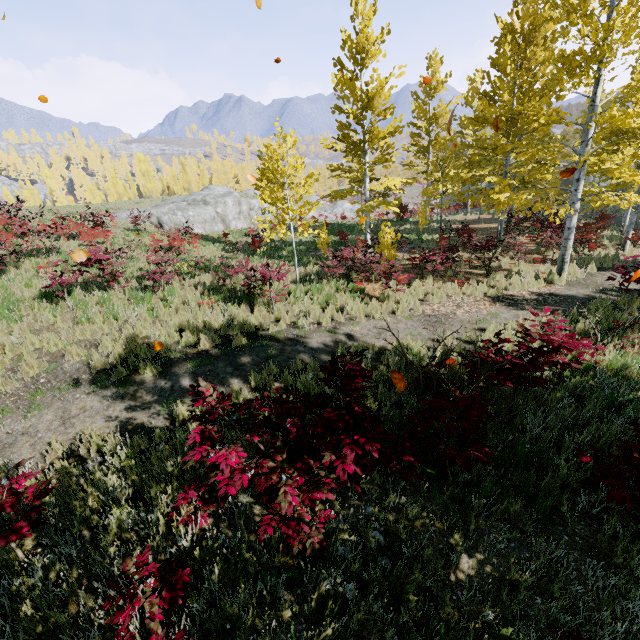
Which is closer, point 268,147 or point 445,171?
point 268,147

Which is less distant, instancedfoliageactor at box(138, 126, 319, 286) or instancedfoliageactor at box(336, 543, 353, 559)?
instancedfoliageactor at box(336, 543, 353, 559)

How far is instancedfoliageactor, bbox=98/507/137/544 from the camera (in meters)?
3.53

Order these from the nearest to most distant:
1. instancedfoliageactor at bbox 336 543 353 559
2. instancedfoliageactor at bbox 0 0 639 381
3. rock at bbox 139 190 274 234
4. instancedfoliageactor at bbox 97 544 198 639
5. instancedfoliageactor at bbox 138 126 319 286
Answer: instancedfoliageactor at bbox 97 544 198 639, instancedfoliageactor at bbox 336 543 353 559, instancedfoliageactor at bbox 0 0 639 381, instancedfoliageactor at bbox 138 126 319 286, rock at bbox 139 190 274 234

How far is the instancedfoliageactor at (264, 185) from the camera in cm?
980

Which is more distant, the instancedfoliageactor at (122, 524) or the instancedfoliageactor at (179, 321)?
the instancedfoliageactor at (179, 321)
